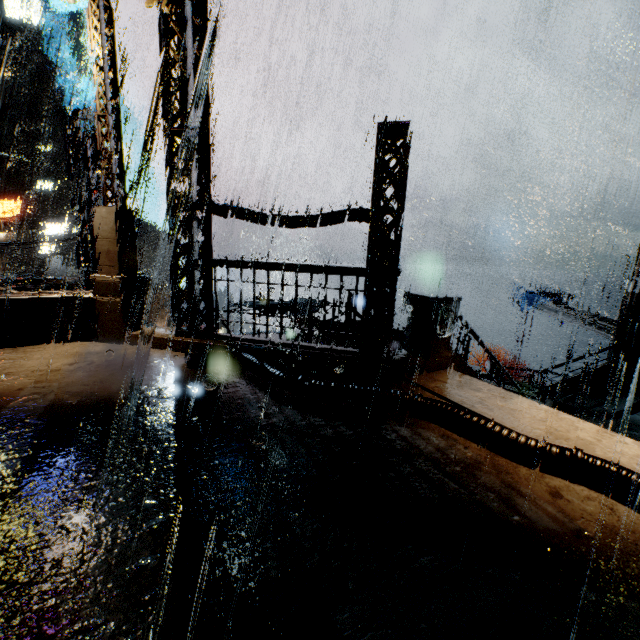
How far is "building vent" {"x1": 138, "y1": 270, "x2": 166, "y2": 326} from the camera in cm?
2041

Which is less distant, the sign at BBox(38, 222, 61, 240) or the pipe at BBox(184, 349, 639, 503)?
the pipe at BBox(184, 349, 639, 503)

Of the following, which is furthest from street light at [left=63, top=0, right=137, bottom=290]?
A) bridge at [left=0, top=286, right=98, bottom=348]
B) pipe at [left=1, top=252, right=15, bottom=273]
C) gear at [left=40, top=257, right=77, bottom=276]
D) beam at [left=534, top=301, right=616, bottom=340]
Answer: gear at [left=40, top=257, right=77, bottom=276]

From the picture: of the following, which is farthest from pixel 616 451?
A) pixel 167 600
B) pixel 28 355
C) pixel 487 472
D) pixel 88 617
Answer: pixel 28 355

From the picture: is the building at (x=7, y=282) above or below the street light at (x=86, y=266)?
below

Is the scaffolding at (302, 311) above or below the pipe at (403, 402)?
above

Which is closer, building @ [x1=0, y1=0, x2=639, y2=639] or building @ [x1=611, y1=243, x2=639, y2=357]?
building @ [x1=0, y1=0, x2=639, y2=639]

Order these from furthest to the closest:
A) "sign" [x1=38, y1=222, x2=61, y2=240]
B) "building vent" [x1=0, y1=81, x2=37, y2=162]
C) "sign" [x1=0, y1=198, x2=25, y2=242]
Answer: "building vent" [x1=0, y1=81, x2=37, y2=162]
"sign" [x1=38, y1=222, x2=61, y2=240]
"sign" [x1=0, y1=198, x2=25, y2=242]
